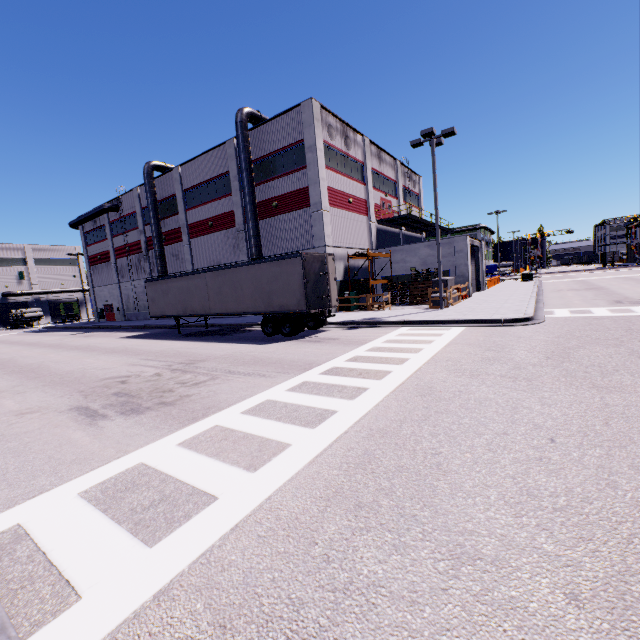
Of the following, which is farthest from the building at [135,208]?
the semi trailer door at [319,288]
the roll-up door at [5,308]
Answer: the semi trailer door at [319,288]

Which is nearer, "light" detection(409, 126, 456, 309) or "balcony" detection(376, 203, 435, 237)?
"light" detection(409, 126, 456, 309)

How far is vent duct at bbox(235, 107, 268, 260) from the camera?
23.89m

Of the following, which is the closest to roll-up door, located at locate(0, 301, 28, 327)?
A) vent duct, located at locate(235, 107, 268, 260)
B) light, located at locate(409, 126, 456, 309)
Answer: vent duct, located at locate(235, 107, 268, 260)

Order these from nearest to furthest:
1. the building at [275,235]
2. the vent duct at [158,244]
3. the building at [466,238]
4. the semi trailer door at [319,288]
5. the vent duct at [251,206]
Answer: the semi trailer door at [319,288] → the building at [275,235] → the vent duct at [251,206] → the building at [466,238] → the vent duct at [158,244]

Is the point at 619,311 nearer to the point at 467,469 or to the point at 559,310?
the point at 559,310

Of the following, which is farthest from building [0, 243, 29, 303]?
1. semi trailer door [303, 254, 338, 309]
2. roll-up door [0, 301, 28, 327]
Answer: semi trailer door [303, 254, 338, 309]

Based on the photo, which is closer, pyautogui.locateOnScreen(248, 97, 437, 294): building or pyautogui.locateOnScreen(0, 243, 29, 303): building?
pyautogui.locateOnScreen(248, 97, 437, 294): building
